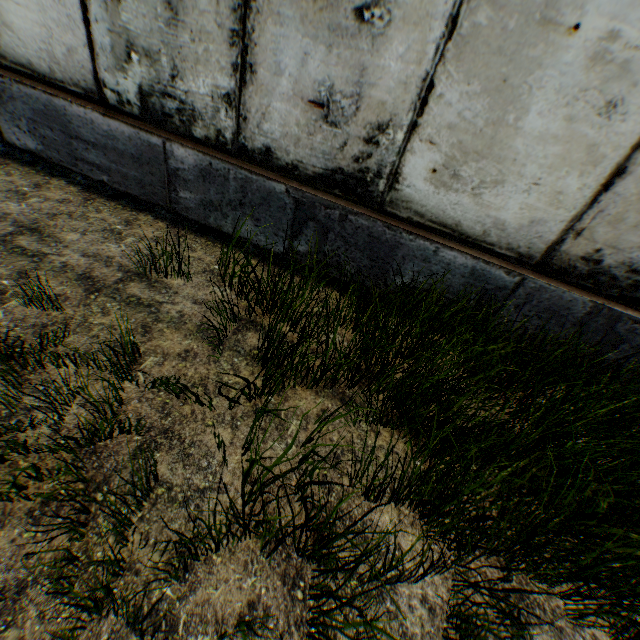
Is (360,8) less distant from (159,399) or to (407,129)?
(407,129)
